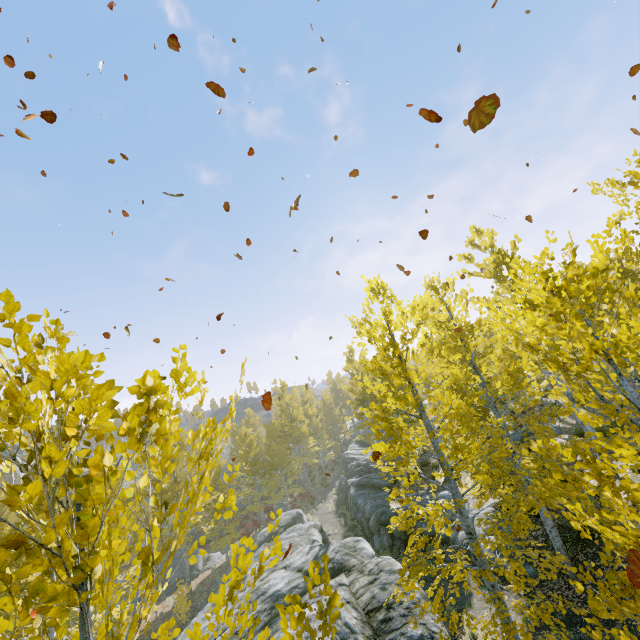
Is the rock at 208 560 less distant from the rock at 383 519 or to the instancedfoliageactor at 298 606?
the instancedfoliageactor at 298 606

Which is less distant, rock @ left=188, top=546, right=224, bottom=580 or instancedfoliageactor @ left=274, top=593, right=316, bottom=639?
instancedfoliageactor @ left=274, top=593, right=316, bottom=639

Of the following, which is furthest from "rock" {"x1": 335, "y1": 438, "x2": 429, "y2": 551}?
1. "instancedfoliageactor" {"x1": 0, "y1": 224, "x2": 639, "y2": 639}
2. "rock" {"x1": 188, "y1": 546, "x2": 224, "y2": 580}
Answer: "rock" {"x1": 188, "y1": 546, "x2": 224, "y2": 580}

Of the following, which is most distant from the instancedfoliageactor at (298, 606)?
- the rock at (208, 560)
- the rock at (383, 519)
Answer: the rock at (208, 560)

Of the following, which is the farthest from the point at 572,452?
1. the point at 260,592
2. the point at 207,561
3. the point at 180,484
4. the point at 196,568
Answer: the point at 207,561

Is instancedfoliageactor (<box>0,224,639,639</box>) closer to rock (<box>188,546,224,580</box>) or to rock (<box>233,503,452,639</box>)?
rock (<box>233,503,452,639</box>)

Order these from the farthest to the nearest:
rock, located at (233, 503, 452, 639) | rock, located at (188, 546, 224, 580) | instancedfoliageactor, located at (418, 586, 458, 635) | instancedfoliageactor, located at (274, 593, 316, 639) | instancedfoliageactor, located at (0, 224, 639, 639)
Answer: rock, located at (188, 546, 224, 580)
rock, located at (233, 503, 452, 639)
instancedfoliageactor, located at (418, 586, 458, 635)
instancedfoliageactor, located at (274, 593, 316, 639)
instancedfoliageactor, located at (0, 224, 639, 639)
